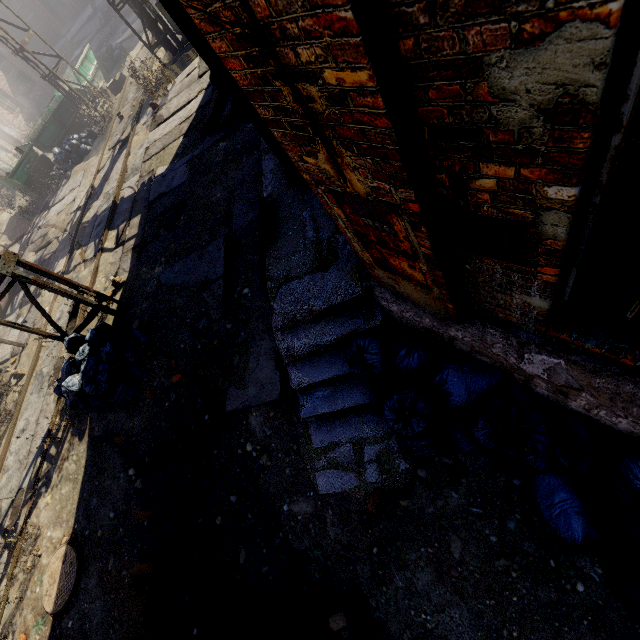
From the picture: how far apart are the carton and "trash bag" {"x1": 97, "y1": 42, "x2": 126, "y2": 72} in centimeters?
300cm

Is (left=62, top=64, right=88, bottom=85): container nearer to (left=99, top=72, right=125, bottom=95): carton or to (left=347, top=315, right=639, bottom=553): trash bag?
(left=99, top=72, right=125, bottom=95): carton

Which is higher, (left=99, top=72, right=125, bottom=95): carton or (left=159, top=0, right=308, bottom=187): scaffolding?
(left=159, top=0, right=308, bottom=187): scaffolding

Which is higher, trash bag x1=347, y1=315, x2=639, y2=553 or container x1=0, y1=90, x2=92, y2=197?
container x1=0, y1=90, x2=92, y2=197

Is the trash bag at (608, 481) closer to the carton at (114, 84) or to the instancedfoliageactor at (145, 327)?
the instancedfoliageactor at (145, 327)

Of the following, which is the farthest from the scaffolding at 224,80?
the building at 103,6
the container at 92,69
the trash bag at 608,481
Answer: the building at 103,6

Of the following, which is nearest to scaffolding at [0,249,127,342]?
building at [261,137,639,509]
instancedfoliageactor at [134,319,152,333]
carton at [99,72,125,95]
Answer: building at [261,137,639,509]

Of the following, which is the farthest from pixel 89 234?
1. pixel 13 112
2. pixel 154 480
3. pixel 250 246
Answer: pixel 13 112
